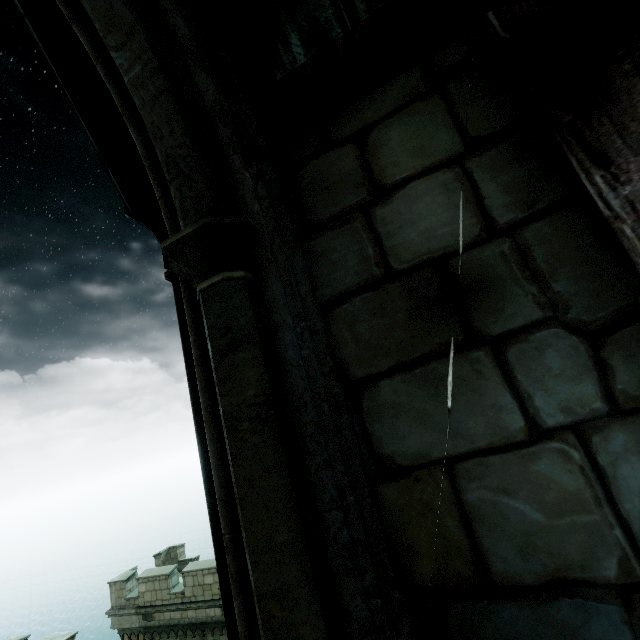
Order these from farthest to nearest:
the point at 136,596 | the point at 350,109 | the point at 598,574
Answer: the point at 136,596 < the point at 350,109 < the point at 598,574
